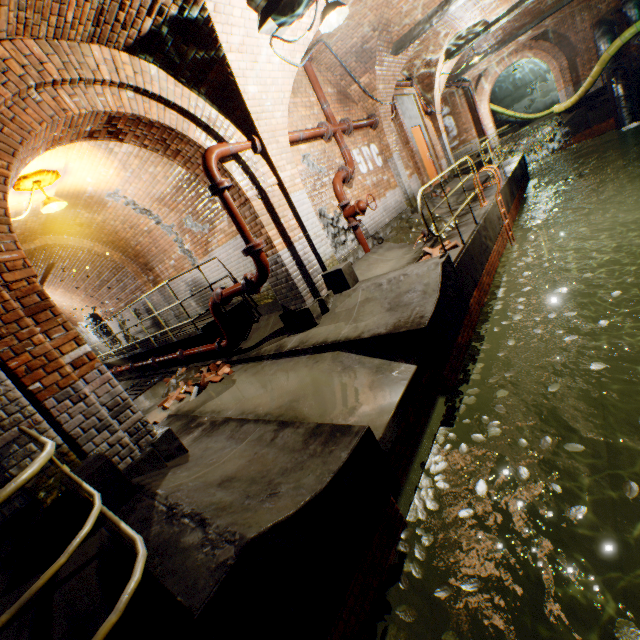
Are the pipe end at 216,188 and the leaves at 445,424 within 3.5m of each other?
no

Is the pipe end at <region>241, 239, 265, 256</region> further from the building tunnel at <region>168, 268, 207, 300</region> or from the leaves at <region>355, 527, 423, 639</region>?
the leaves at <region>355, 527, 423, 639</region>

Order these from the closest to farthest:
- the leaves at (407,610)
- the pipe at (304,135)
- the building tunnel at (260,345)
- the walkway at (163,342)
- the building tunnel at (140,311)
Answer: the leaves at (407,610) → the building tunnel at (260,345) → the pipe at (304,135) → the walkway at (163,342) → the building tunnel at (140,311)

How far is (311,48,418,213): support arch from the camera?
7.6 meters

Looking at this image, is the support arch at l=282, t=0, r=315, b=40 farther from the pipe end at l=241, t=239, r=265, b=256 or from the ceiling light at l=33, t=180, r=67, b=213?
the ceiling light at l=33, t=180, r=67, b=213

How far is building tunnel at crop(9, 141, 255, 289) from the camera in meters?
5.9 m

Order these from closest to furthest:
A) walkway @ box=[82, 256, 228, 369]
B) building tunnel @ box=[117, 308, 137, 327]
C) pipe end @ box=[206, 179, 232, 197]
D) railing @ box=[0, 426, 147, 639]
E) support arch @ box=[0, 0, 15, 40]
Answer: railing @ box=[0, 426, 147, 639], support arch @ box=[0, 0, 15, 40], pipe end @ box=[206, 179, 232, 197], walkway @ box=[82, 256, 228, 369], building tunnel @ box=[117, 308, 137, 327]

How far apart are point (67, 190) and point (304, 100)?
5.37m
